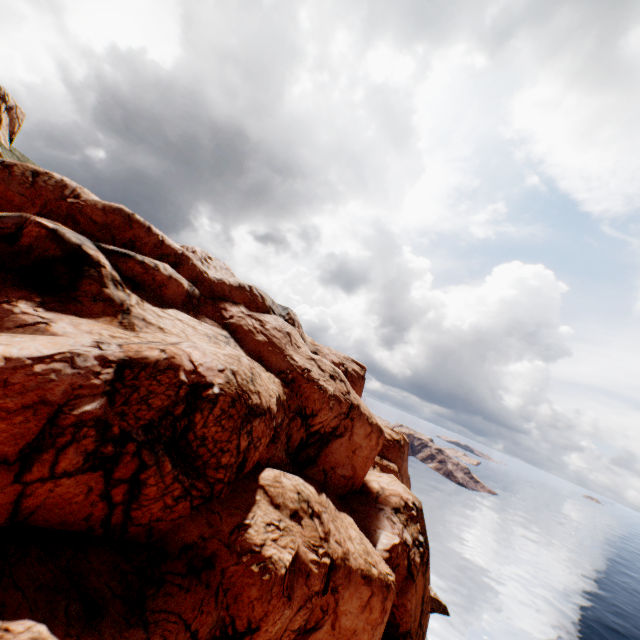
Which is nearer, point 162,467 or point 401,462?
point 162,467
